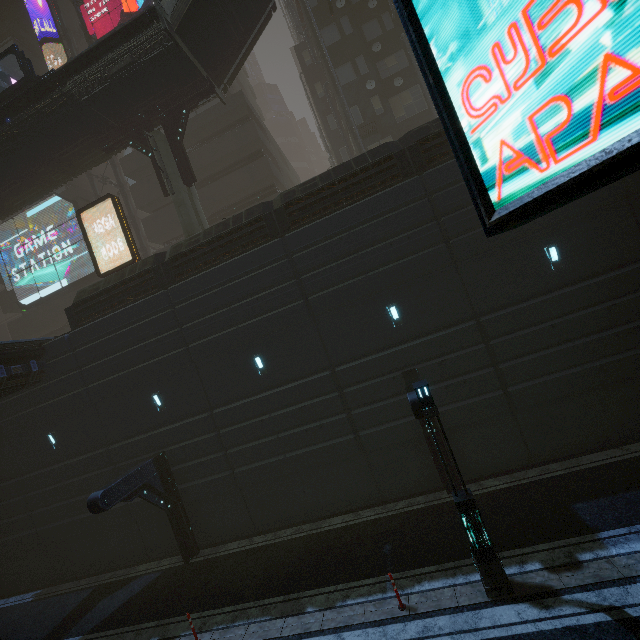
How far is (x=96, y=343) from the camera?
15.5 meters

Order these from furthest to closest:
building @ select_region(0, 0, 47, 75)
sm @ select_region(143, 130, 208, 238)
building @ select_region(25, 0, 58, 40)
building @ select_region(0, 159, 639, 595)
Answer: building @ select_region(0, 0, 47, 75) < building @ select_region(25, 0, 58, 40) < sm @ select_region(143, 130, 208, 238) < building @ select_region(0, 159, 639, 595)

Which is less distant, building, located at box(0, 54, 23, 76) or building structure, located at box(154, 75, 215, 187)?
building structure, located at box(154, 75, 215, 187)

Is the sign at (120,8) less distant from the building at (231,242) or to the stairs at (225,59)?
the building at (231,242)

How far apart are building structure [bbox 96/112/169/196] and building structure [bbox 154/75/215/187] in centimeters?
68cm

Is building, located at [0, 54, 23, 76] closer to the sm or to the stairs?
the sm

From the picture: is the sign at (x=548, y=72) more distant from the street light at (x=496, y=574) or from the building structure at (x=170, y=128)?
the building structure at (x=170, y=128)

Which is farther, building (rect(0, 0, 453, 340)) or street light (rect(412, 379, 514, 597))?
building (rect(0, 0, 453, 340))
